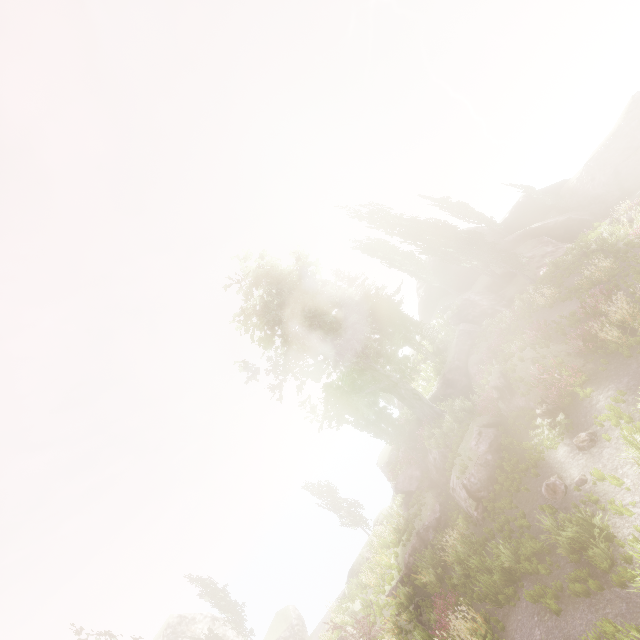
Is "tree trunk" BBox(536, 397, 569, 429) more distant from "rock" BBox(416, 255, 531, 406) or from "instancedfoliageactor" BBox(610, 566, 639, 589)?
"instancedfoliageactor" BBox(610, 566, 639, 589)

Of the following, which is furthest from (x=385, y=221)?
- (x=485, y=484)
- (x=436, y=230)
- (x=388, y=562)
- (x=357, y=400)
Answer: (x=388, y=562)

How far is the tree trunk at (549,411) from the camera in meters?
13.0

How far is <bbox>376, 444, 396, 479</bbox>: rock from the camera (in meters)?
33.09

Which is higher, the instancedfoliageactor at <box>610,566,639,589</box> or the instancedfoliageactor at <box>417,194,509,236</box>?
the instancedfoliageactor at <box>417,194,509,236</box>

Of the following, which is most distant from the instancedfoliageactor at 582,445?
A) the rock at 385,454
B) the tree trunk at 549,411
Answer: the rock at 385,454

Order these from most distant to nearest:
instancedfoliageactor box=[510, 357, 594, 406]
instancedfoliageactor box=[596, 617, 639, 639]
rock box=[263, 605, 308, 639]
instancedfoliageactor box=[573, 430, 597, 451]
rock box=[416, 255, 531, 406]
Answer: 1. rock box=[263, 605, 308, 639]
2. rock box=[416, 255, 531, 406]
3. instancedfoliageactor box=[510, 357, 594, 406]
4. instancedfoliageactor box=[573, 430, 597, 451]
5. instancedfoliageactor box=[596, 617, 639, 639]

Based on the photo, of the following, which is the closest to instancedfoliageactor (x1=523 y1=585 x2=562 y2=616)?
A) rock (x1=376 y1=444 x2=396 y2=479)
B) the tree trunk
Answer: the tree trunk
